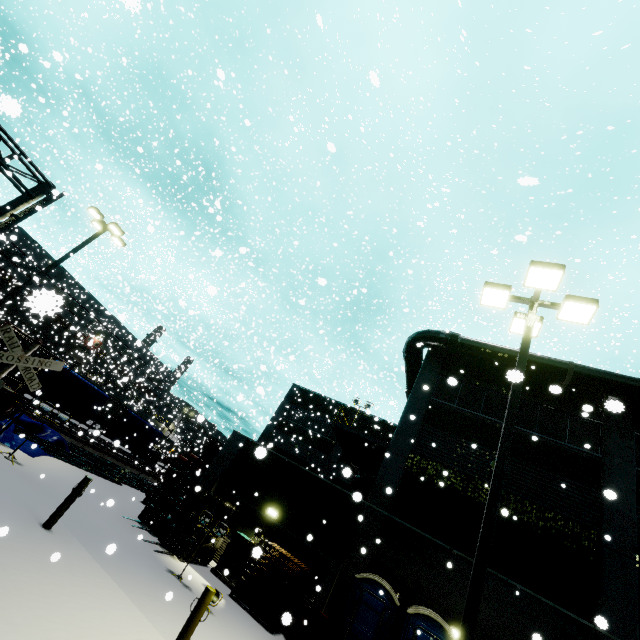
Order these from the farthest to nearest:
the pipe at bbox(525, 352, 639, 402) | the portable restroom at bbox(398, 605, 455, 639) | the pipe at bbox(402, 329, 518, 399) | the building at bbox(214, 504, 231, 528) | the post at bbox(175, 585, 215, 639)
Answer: the pipe at bbox(402, 329, 518, 399)
the building at bbox(214, 504, 231, 528)
the pipe at bbox(525, 352, 639, 402)
the portable restroom at bbox(398, 605, 455, 639)
the post at bbox(175, 585, 215, 639)

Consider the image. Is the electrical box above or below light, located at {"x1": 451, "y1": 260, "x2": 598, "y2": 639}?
below

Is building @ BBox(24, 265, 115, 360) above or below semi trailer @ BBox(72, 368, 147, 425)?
above

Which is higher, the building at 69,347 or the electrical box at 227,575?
the building at 69,347

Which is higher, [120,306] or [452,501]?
[120,306]

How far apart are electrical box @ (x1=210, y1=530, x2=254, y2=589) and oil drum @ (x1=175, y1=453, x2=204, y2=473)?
13.1 meters

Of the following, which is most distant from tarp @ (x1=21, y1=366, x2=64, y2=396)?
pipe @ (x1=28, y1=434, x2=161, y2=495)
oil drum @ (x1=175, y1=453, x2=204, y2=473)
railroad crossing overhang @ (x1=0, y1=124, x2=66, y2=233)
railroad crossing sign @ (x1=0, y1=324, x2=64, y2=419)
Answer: oil drum @ (x1=175, y1=453, x2=204, y2=473)

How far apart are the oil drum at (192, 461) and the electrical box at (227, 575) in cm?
1306
